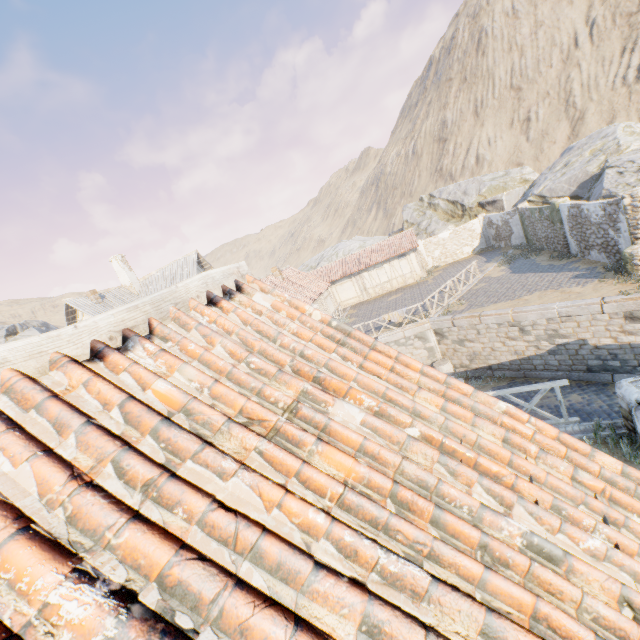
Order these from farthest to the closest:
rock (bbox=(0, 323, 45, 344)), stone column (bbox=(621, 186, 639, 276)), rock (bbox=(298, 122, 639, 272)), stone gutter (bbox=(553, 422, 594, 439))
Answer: rock (bbox=(0, 323, 45, 344)), rock (bbox=(298, 122, 639, 272)), stone column (bbox=(621, 186, 639, 276)), stone gutter (bbox=(553, 422, 594, 439))

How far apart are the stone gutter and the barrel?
9.0m

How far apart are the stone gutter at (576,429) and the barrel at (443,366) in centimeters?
904cm

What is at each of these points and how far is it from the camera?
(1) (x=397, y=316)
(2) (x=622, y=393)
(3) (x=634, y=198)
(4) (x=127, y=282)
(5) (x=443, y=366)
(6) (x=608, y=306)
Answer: (1) fabric, 18.2m
(2) stone column, 6.2m
(3) stone column, 12.4m
(4) chimney, 26.7m
(5) barrel, 17.2m
(6) stone blocks, 11.8m

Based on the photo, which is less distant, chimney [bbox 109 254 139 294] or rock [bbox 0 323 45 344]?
chimney [bbox 109 254 139 294]

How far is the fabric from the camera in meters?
18.1 m

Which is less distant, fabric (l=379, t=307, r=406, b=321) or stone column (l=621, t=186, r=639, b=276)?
stone column (l=621, t=186, r=639, b=276)

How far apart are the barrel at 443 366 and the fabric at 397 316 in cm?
292
